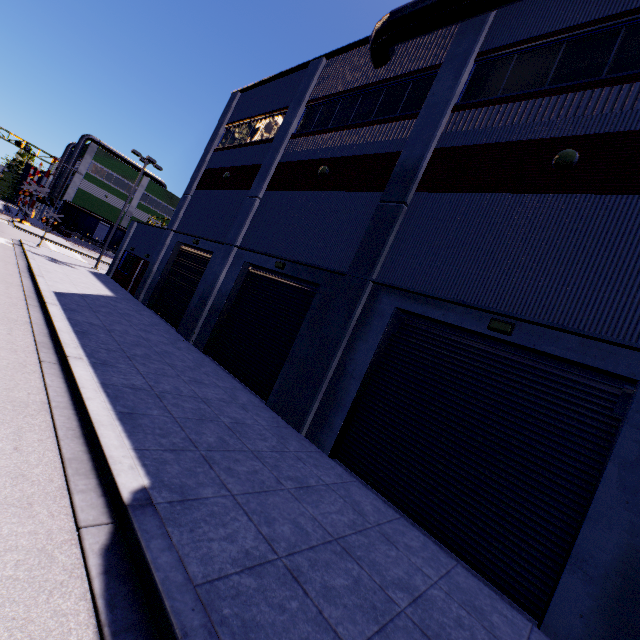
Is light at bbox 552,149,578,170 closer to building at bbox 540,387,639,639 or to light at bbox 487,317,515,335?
building at bbox 540,387,639,639

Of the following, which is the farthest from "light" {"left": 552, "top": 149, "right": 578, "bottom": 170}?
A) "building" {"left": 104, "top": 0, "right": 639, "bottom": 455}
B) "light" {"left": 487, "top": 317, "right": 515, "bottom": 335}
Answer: "light" {"left": 487, "top": 317, "right": 515, "bottom": 335}

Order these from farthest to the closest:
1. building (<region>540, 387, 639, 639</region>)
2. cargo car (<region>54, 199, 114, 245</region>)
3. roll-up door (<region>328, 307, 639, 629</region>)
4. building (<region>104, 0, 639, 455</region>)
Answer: cargo car (<region>54, 199, 114, 245</region>), building (<region>104, 0, 639, 455</region>), roll-up door (<region>328, 307, 639, 629</region>), building (<region>540, 387, 639, 639</region>)

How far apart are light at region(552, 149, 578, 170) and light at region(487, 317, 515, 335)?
3.7 meters

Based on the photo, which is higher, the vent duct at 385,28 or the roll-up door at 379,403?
the vent duct at 385,28

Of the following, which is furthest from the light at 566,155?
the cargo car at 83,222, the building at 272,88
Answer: the cargo car at 83,222

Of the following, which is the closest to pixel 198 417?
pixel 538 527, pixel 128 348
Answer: pixel 128 348

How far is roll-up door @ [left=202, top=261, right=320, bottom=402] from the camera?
11.50m
